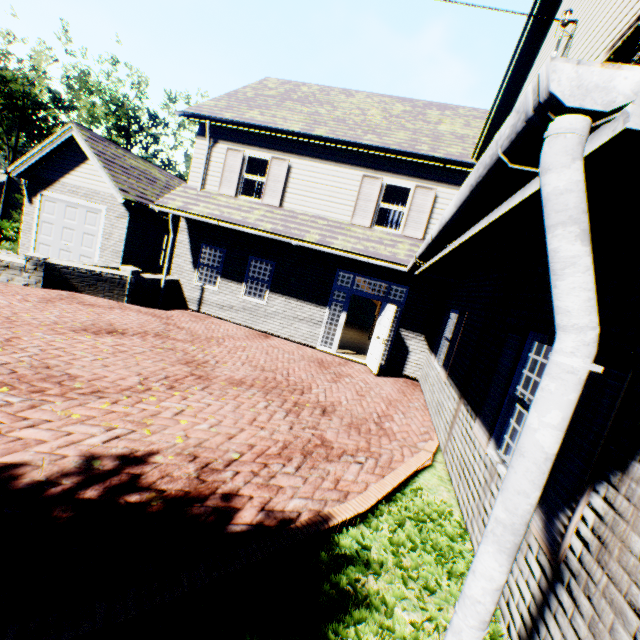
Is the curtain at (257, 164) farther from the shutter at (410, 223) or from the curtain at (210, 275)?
the shutter at (410, 223)

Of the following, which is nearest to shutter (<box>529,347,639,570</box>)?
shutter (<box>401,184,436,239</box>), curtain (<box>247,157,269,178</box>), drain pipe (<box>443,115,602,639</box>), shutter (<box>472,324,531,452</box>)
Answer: shutter (<box>472,324,531,452</box>)

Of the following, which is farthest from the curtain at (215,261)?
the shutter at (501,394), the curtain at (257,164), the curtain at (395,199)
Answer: the shutter at (501,394)

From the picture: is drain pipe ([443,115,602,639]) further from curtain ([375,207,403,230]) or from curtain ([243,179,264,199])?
curtain ([243,179,264,199])

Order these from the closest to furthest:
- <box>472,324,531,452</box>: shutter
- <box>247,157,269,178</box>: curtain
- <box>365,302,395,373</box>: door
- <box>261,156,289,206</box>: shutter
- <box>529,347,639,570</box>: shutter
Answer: <box>529,347,639,570</box>: shutter < <box>472,324,531,452</box>: shutter < <box>365,302,395,373</box>: door < <box>261,156,289,206</box>: shutter < <box>247,157,269,178</box>: curtain

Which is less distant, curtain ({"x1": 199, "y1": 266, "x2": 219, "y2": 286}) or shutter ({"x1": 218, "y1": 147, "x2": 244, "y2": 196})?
shutter ({"x1": 218, "y1": 147, "x2": 244, "y2": 196})

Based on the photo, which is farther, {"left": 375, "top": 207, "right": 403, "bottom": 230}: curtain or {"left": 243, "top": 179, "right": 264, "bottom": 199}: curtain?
{"left": 243, "top": 179, "right": 264, "bottom": 199}: curtain

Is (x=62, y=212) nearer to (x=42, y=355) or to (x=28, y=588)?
(x=42, y=355)
